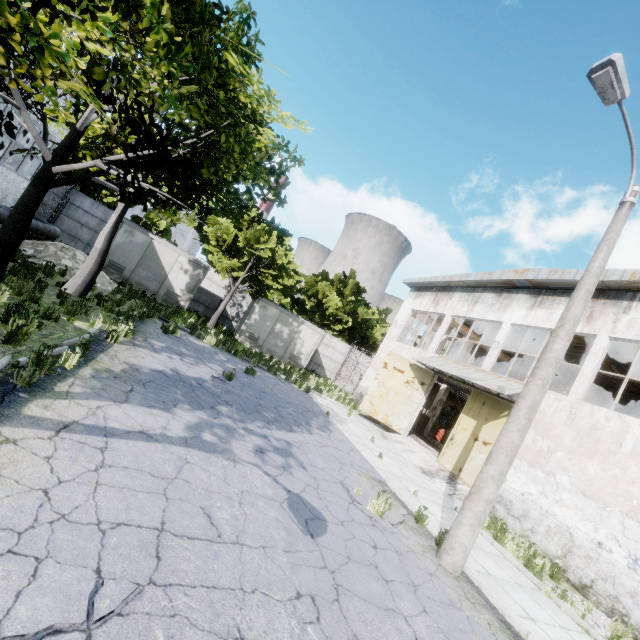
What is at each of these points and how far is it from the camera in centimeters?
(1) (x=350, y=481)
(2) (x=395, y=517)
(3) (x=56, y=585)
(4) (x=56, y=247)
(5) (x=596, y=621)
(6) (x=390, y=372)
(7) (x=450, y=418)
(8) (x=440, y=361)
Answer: (1) asphalt debris, 793cm
(2) asphalt debris, 726cm
(3) asphalt debris, 250cm
(4) concrete debris, 1412cm
(5) concrete debris, 750cm
(6) door, 1859cm
(7) fan, 2688cm
(8) awning, 1717cm

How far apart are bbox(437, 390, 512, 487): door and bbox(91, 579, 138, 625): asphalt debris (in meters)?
13.48

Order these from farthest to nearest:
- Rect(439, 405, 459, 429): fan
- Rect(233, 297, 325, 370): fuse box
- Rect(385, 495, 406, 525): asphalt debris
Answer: Rect(439, 405, 459, 429): fan → Rect(233, 297, 325, 370): fuse box → Rect(385, 495, 406, 525): asphalt debris

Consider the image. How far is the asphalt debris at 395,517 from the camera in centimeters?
705cm

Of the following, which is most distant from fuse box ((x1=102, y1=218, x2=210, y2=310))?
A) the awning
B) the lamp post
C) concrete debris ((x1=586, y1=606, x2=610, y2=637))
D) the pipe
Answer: concrete debris ((x1=586, y1=606, x2=610, y2=637))

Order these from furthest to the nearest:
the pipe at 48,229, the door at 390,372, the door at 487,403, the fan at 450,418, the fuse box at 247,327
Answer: the fan at 450,418 → the fuse box at 247,327 → the door at 390,372 → the pipe at 48,229 → the door at 487,403

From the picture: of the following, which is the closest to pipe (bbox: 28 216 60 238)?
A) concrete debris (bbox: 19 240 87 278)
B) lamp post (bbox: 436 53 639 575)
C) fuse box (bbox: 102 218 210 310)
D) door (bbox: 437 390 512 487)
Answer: concrete debris (bbox: 19 240 87 278)

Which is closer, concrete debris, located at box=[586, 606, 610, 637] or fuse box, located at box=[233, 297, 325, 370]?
concrete debris, located at box=[586, 606, 610, 637]
